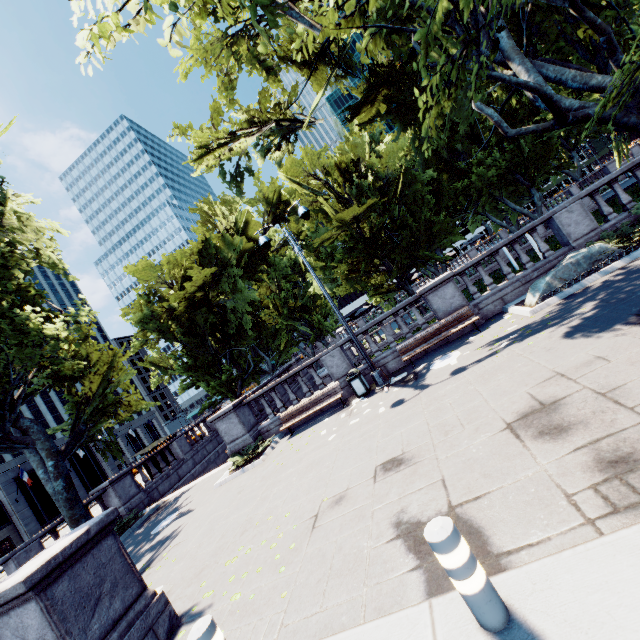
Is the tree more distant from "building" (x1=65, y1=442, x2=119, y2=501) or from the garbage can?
"building" (x1=65, y1=442, x2=119, y2=501)

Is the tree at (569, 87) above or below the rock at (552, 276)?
above

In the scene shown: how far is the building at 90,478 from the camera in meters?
43.1

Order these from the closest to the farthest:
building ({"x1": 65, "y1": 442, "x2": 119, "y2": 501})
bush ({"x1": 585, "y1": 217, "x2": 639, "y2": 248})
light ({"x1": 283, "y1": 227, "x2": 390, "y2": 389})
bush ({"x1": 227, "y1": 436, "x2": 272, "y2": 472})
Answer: bush ({"x1": 585, "y1": 217, "x2": 639, "y2": 248})
light ({"x1": 283, "y1": 227, "x2": 390, "y2": 389})
bush ({"x1": 227, "y1": 436, "x2": 272, "y2": 472})
building ({"x1": 65, "y1": 442, "x2": 119, "y2": 501})

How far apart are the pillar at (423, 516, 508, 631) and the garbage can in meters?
9.1

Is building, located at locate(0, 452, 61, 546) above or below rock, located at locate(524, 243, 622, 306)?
above

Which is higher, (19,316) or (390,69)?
(390,69)

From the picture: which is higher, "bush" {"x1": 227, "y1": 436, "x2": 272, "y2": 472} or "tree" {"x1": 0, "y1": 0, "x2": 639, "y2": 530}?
"tree" {"x1": 0, "y1": 0, "x2": 639, "y2": 530}
